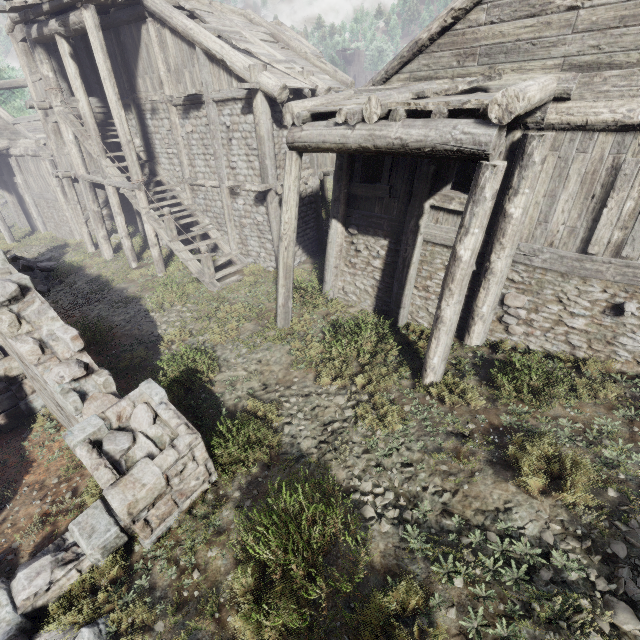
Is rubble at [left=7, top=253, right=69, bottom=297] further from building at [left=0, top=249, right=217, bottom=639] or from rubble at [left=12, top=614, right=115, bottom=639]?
rubble at [left=12, top=614, right=115, bottom=639]

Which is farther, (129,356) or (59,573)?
(129,356)

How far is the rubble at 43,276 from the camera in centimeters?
1433cm

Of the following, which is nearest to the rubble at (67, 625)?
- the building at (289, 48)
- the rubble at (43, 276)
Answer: the building at (289, 48)

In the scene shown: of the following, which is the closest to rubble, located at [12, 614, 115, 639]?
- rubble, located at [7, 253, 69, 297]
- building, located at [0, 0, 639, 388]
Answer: building, located at [0, 0, 639, 388]

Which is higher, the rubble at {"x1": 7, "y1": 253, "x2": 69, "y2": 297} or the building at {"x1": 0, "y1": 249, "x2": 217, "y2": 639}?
the building at {"x1": 0, "y1": 249, "x2": 217, "y2": 639}

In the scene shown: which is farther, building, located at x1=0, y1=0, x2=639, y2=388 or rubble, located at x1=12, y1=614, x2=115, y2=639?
building, located at x1=0, y1=0, x2=639, y2=388
